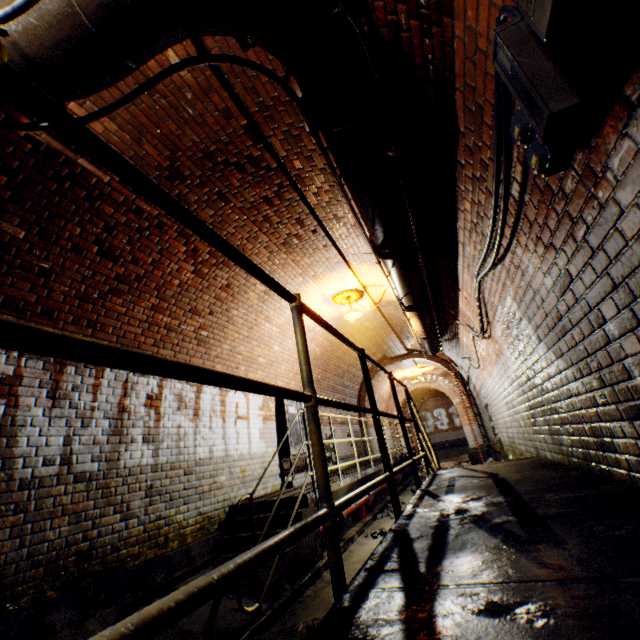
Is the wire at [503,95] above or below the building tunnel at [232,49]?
below

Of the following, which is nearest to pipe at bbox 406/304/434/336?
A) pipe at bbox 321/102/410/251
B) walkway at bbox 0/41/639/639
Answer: walkway at bbox 0/41/639/639

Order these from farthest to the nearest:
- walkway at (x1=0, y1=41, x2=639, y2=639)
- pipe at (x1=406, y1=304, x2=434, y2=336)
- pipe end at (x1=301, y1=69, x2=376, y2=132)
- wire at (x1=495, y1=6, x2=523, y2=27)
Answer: pipe at (x1=406, y1=304, x2=434, y2=336), pipe end at (x1=301, y1=69, x2=376, y2=132), wire at (x1=495, y1=6, x2=523, y2=27), walkway at (x1=0, y1=41, x2=639, y2=639)

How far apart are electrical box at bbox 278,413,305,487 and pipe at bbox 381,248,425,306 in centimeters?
346cm

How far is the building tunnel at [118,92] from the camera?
2.69m

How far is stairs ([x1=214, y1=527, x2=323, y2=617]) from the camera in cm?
323

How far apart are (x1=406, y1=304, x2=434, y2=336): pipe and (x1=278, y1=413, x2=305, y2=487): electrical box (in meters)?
3.26

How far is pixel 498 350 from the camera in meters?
4.4 m
